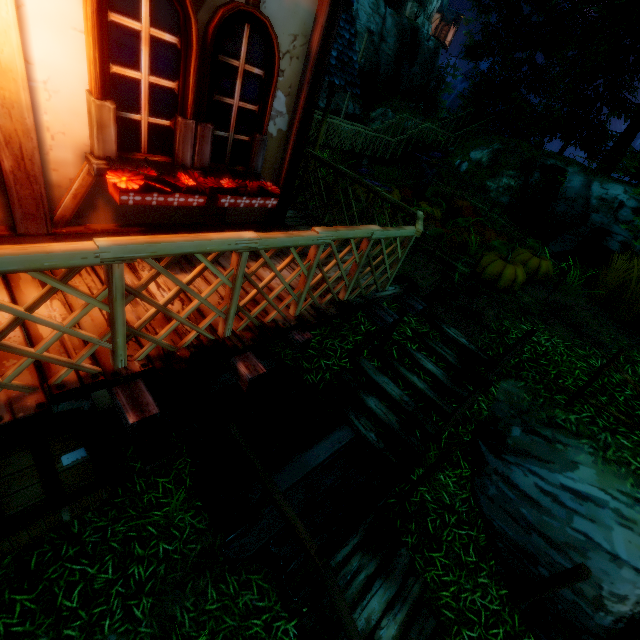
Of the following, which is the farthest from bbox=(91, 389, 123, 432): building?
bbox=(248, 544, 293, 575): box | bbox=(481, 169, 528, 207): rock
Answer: bbox=(481, 169, 528, 207): rock

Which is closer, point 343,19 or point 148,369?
point 148,369

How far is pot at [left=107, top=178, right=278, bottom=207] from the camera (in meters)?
2.76

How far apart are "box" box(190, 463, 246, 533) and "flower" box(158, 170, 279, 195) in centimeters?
372cm

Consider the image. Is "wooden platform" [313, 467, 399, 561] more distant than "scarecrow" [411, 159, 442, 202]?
No

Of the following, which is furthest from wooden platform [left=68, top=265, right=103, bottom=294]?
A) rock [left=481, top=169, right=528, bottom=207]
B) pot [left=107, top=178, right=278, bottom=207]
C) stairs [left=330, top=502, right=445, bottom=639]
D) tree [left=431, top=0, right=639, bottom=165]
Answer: tree [left=431, top=0, right=639, bottom=165]

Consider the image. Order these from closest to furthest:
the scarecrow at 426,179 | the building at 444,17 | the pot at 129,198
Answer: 1. the pot at 129,198
2. the scarecrow at 426,179
3. the building at 444,17

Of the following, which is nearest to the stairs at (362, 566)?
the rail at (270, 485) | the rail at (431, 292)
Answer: the rail at (270, 485)
